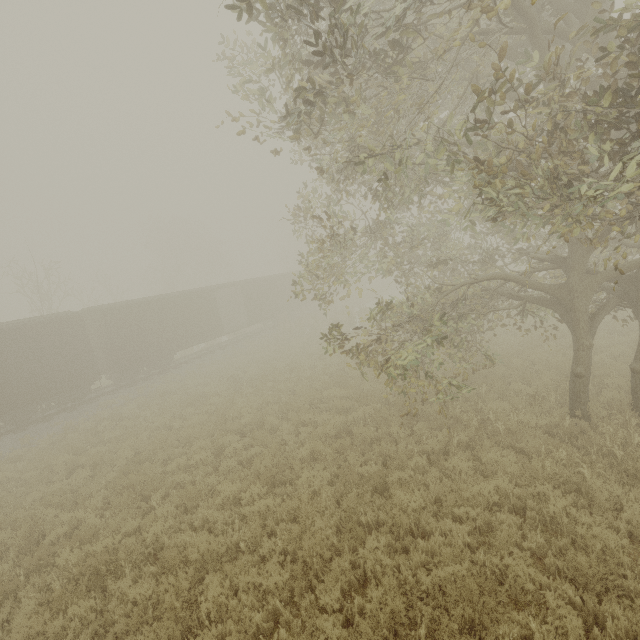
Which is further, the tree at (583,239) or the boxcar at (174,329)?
the boxcar at (174,329)

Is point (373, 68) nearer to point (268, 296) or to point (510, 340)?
point (510, 340)

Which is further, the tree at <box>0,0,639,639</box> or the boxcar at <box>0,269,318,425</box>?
the boxcar at <box>0,269,318,425</box>
